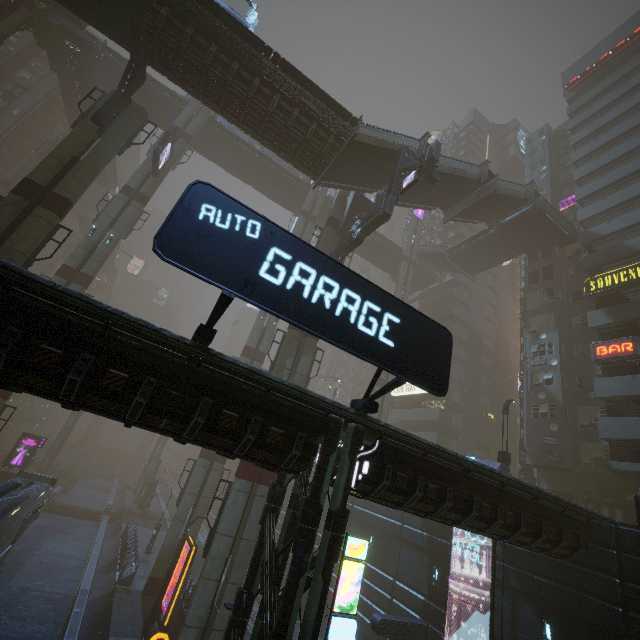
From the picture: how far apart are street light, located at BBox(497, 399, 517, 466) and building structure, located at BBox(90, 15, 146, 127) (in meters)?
30.86

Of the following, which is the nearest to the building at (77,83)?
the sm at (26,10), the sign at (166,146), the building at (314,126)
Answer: the sm at (26,10)

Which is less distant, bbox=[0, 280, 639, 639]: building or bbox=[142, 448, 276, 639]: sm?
bbox=[0, 280, 639, 639]: building

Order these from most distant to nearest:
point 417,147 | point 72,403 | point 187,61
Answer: point 417,147, point 187,61, point 72,403

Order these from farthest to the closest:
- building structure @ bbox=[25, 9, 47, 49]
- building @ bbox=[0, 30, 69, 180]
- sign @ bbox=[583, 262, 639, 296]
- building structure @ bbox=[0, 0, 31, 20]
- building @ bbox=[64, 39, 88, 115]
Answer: building @ bbox=[0, 30, 69, 180], building @ bbox=[64, 39, 88, 115], building structure @ bbox=[25, 9, 47, 49], building structure @ bbox=[0, 0, 31, 20], sign @ bbox=[583, 262, 639, 296]

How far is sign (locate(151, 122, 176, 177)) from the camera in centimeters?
2700cm

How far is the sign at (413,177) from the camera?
18.83m

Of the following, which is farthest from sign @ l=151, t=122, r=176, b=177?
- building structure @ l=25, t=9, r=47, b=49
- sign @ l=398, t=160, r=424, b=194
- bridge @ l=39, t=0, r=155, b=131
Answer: sign @ l=398, t=160, r=424, b=194
